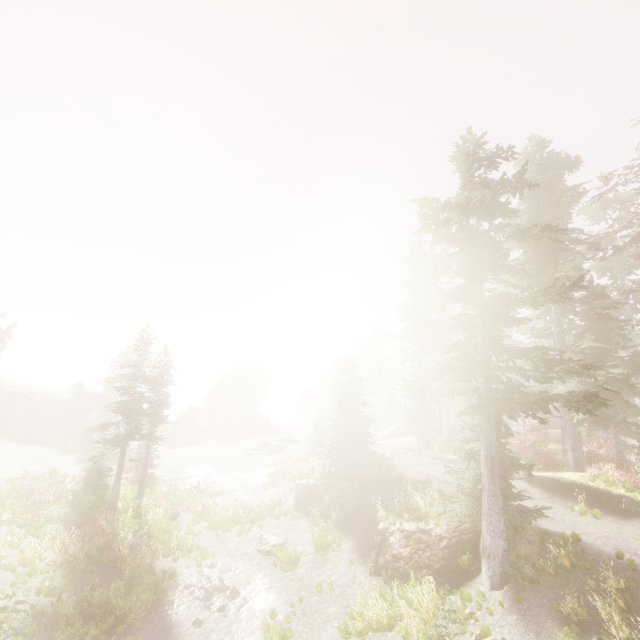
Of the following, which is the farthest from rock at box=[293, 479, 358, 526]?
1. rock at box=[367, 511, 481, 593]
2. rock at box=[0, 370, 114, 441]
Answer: rock at box=[0, 370, 114, 441]

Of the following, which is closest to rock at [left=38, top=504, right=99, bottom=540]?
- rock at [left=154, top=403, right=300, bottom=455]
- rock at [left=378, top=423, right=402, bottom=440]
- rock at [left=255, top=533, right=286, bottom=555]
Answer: rock at [left=255, top=533, right=286, bottom=555]

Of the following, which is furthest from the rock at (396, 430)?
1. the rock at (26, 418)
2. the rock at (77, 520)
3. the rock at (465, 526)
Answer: the rock at (26, 418)

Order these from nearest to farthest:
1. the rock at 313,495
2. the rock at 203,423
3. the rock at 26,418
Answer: the rock at 313,495, the rock at 26,418, the rock at 203,423

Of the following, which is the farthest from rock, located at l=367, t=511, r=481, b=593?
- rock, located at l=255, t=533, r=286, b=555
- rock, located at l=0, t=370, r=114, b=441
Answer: rock, located at l=0, t=370, r=114, b=441

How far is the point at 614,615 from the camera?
7.94m

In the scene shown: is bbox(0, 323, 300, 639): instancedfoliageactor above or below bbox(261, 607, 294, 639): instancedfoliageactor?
above

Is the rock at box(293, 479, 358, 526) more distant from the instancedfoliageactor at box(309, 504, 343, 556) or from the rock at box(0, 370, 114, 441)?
the rock at box(0, 370, 114, 441)
